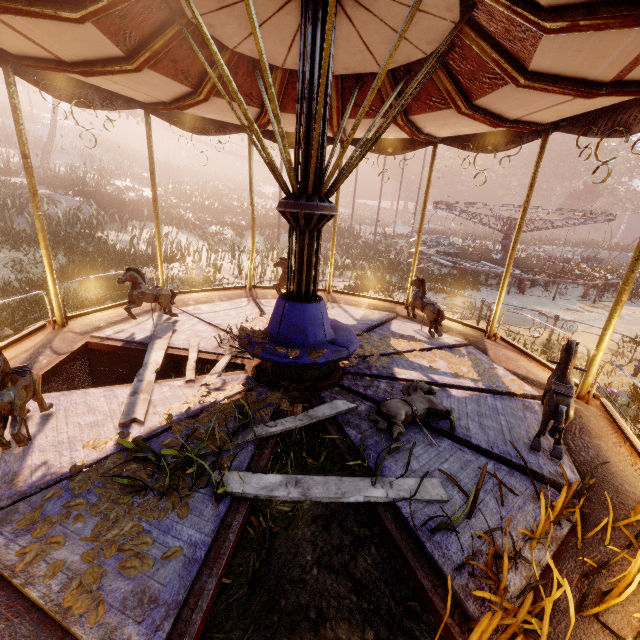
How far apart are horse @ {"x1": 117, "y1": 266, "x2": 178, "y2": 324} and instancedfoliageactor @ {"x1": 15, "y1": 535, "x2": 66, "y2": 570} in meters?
2.1 m

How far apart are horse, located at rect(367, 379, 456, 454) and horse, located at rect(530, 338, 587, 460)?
0.7m

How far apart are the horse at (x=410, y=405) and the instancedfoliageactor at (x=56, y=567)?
0.87m

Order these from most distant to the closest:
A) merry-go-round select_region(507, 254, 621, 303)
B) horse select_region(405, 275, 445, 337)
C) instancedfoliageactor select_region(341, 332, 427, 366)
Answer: merry-go-round select_region(507, 254, 621, 303) < horse select_region(405, 275, 445, 337) < instancedfoliageactor select_region(341, 332, 427, 366)

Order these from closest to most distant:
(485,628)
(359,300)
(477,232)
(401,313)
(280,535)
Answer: (485,628) → (280,535) → (401,313) → (359,300) → (477,232)

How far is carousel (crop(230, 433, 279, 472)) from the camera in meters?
2.8 m

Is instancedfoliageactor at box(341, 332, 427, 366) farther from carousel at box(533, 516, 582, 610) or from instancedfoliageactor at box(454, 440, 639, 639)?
instancedfoliageactor at box(454, 440, 639, 639)

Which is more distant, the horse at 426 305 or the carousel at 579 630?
the horse at 426 305
